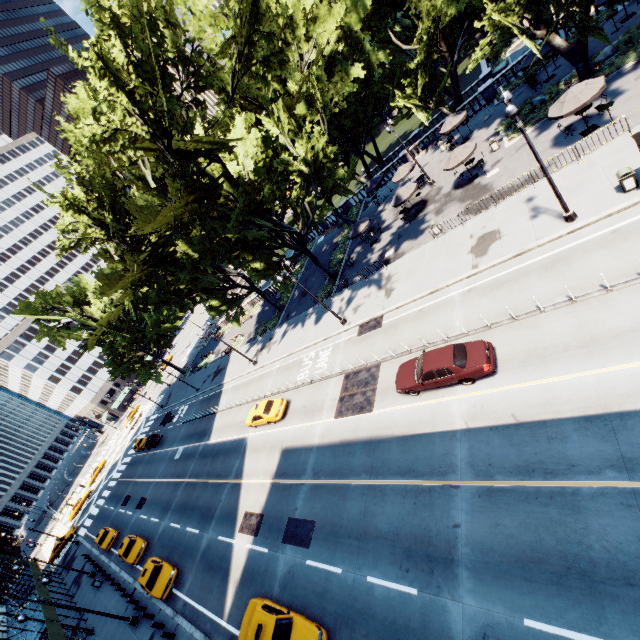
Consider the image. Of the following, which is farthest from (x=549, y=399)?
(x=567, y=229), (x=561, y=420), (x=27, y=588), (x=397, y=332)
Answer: (x=27, y=588)

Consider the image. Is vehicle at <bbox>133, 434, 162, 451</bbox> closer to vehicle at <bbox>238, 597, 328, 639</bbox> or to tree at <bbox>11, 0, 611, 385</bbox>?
tree at <bbox>11, 0, 611, 385</bbox>

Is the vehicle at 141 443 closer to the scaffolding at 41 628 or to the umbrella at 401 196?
the scaffolding at 41 628

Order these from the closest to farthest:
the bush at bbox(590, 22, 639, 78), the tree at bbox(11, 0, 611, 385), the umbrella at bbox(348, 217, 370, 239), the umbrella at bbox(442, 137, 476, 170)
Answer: the tree at bbox(11, 0, 611, 385)
the bush at bbox(590, 22, 639, 78)
the umbrella at bbox(442, 137, 476, 170)
the umbrella at bbox(348, 217, 370, 239)

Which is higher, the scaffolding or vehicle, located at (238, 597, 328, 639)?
the scaffolding

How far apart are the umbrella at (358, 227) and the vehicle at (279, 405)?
17.00m

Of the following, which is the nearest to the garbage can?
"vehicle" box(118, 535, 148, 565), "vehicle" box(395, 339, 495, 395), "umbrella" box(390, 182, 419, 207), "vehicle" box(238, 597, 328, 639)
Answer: "vehicle" box(395, 339, 495, 395)

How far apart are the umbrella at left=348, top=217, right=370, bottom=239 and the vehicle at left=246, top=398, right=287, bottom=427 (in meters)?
17.00
